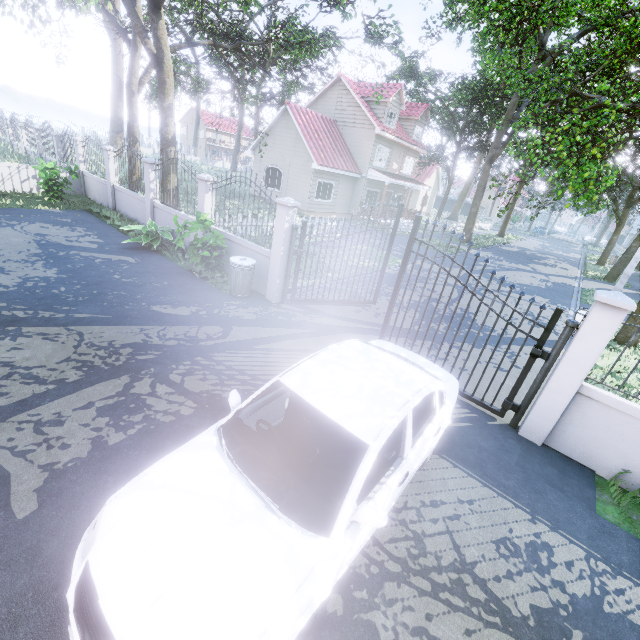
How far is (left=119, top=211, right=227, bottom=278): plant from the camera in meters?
8.2

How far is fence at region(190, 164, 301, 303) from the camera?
7.6m

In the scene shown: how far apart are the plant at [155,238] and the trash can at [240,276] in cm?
57

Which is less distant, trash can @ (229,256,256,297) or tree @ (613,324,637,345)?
trash can @ (229,256,256,297)

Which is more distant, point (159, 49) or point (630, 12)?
point (630, 12)

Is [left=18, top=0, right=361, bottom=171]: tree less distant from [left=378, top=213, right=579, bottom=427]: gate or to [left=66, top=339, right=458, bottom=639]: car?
[left=378, top=213, right=579, bottom=427]: gate

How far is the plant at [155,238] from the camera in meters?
8.2

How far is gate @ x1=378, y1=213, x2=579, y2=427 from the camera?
5.0 meters
